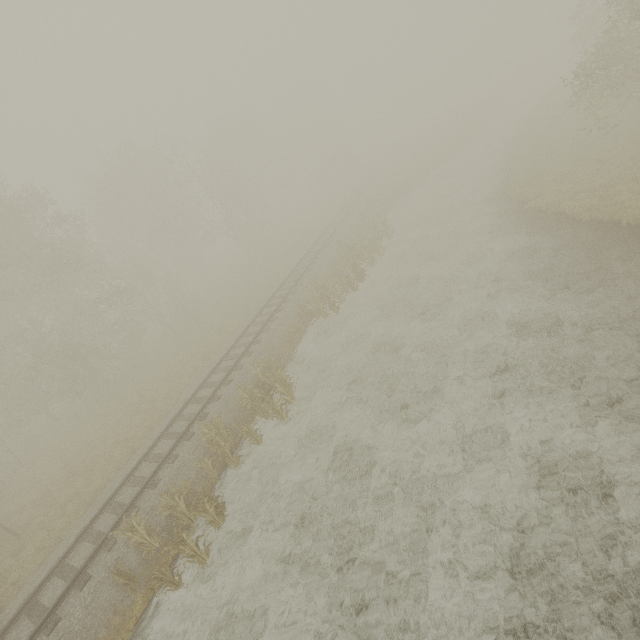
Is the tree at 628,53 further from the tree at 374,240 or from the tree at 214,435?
the tree at 214,435

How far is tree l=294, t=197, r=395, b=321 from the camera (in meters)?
17.45

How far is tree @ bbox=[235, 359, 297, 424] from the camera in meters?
12.0

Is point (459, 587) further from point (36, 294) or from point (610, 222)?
point (36, 294)

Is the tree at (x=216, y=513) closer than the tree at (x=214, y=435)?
Yes

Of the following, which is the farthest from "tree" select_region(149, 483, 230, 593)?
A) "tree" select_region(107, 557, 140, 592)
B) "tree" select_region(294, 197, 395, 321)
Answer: "tree" select_region(294, 197, 395, 321)

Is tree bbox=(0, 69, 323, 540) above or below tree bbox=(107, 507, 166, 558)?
above
